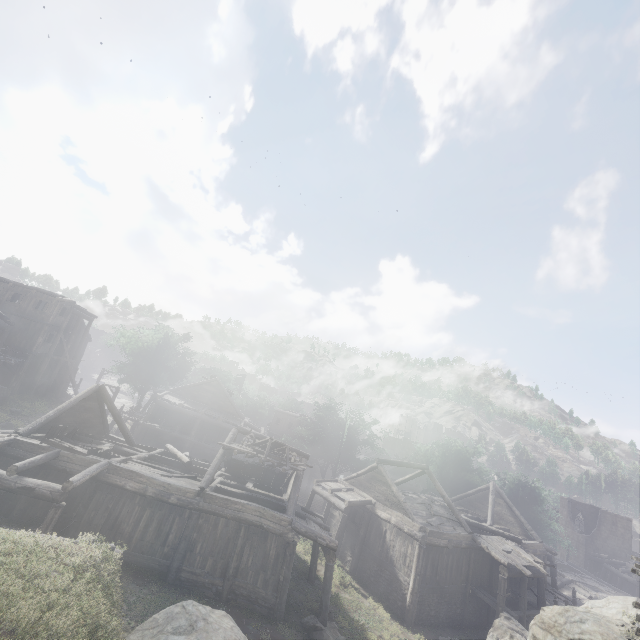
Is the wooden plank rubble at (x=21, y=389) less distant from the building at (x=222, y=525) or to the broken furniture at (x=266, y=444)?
the building at (x=222, y=525)

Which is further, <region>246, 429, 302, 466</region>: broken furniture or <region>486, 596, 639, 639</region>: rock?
<region>246, 429, 302, 466</region>: broken furniture

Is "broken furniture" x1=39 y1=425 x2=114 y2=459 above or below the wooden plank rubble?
above

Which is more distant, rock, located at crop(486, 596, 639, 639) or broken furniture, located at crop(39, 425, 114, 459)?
broken furniture, located at crop(39, 425, 114, 459)

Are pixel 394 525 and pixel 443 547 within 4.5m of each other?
yes

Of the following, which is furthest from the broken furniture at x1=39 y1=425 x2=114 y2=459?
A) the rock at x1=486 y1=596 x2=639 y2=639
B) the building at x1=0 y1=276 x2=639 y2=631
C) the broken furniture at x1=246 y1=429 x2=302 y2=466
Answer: the rock at x1=486 y1=596 x2=639 y2=639

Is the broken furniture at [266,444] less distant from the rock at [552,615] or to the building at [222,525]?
the building at [222,525]

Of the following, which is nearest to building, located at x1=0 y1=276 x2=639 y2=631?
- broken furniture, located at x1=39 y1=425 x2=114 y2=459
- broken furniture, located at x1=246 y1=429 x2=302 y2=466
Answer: broken furniture, located at x1=39 y1=425 x2=114 y2=459
